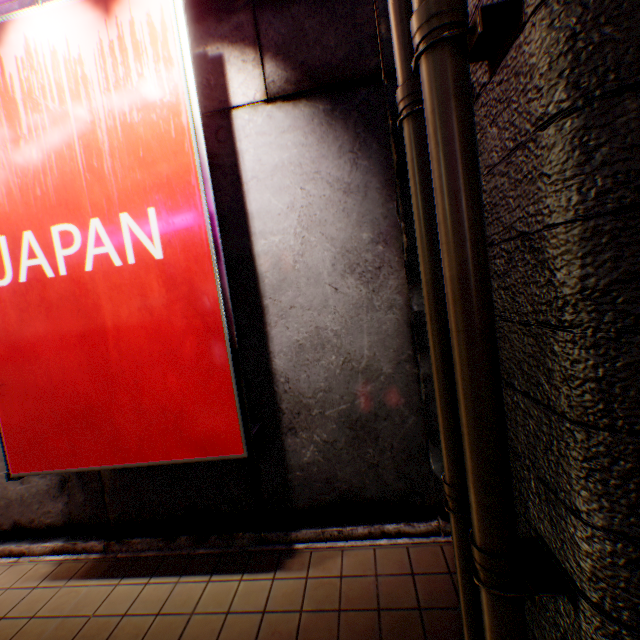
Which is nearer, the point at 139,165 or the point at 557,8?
the point at 557,8

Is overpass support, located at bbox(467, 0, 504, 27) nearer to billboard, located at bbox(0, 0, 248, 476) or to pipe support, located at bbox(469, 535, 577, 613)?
pipe support, located at bbox(469, 535, 577, 613)

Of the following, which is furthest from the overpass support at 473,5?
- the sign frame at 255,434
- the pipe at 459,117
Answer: the sign frame at 255,434

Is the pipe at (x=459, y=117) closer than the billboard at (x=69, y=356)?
Yes

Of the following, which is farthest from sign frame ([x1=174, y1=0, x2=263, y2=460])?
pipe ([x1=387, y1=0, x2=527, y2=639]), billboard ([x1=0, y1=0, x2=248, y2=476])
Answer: pipe ([x1=387, y1=0, x2=527, y2=639])

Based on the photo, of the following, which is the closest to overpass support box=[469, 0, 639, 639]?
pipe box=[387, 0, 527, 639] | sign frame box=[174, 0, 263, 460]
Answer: pipe box=[387, 0, 527, 639]

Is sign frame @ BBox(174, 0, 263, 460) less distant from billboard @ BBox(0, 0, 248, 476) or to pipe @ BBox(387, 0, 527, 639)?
billboard @ BBox(0, 0, 248, 476)
